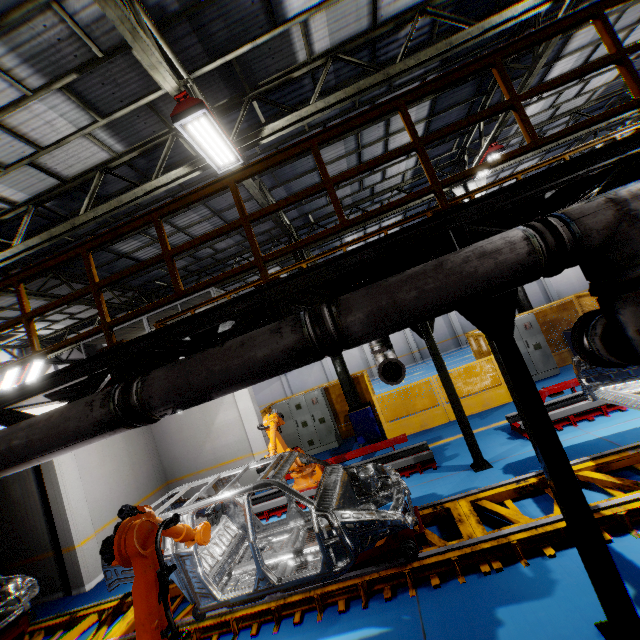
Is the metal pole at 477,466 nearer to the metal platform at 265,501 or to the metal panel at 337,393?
the metal platform at 265,501

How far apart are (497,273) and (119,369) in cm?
405

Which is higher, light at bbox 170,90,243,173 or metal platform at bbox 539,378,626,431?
light at bbox 170,90,243,173

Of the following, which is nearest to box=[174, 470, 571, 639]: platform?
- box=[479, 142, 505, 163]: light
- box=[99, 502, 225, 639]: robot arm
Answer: box=[99, 502, 225, 639]: robot arm

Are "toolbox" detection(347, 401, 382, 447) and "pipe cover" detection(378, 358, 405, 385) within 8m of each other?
yes

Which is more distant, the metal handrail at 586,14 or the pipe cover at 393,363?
the pipe cover at 393,363

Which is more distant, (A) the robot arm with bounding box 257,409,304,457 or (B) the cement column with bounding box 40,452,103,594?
(B) the cement column with bounding box 40,452,103,594

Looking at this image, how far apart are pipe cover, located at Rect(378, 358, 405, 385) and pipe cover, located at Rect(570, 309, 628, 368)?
3.81m
